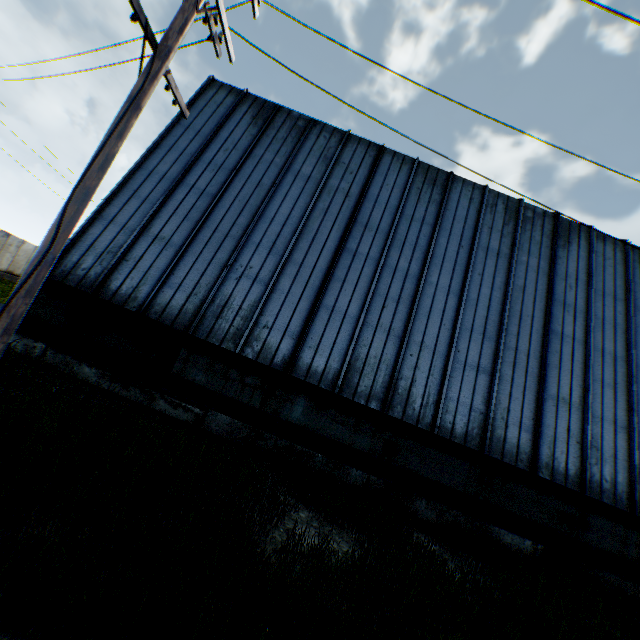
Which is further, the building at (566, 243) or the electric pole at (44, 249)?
the building at (566, 243)

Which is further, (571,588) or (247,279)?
(247,279)

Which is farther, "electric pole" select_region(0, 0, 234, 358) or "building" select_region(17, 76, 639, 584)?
"building" select_region(17, 76, 639, 584)
